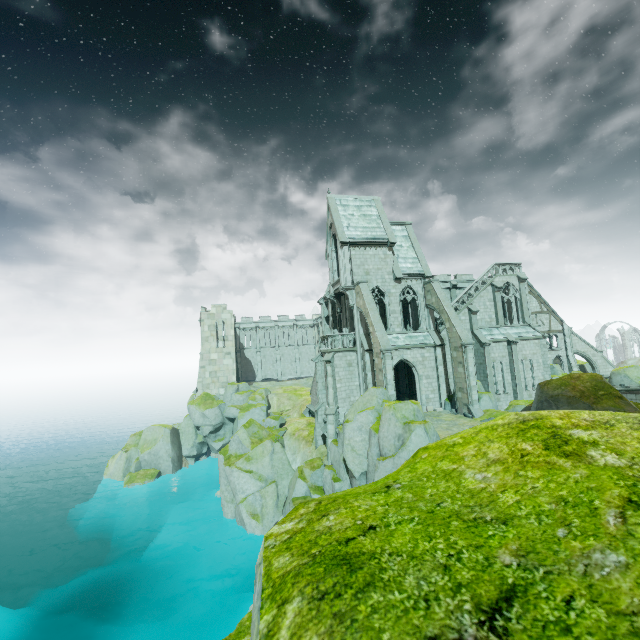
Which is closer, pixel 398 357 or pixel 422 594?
pixel 422 594

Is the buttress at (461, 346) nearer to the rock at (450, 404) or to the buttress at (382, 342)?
the rock at (450, 404)

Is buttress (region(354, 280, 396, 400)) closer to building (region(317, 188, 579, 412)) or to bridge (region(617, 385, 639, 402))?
building (region(317, 188, 579, 412))

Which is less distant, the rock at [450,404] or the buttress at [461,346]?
the buttress at [461,346]

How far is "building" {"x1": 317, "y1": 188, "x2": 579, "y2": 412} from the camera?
28.5m

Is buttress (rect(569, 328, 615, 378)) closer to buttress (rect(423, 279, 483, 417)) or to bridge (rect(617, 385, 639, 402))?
bridge (rect(617, 385, 639, 402))

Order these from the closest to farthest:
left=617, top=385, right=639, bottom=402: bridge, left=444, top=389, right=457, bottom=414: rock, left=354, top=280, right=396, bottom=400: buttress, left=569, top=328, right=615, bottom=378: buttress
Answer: left=354, top=280, right=396, bottom=400: buttress → left=444, top=389, right=457, bottom=414: rock → left=617, top=385, right=639, bottom=402: bridge → left=569, top=328, right=615, bottom=378: buttress

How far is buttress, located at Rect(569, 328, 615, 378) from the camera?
38.59m
